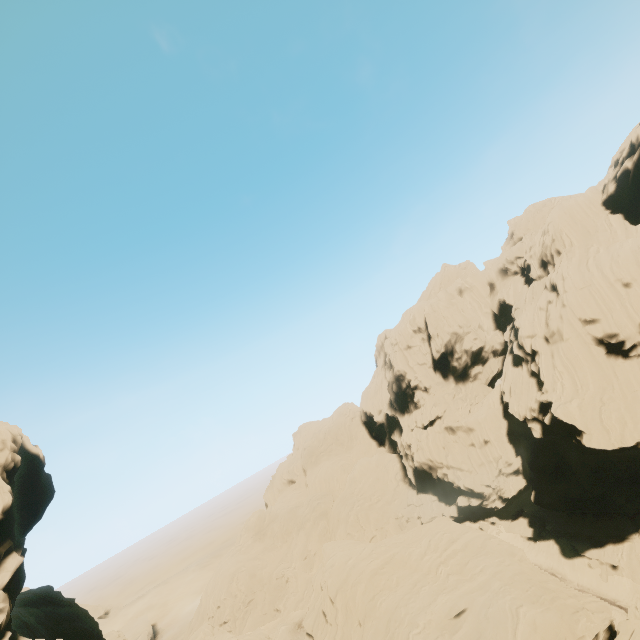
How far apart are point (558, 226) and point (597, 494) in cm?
3954

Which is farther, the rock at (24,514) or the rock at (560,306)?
the rock at (560,306)

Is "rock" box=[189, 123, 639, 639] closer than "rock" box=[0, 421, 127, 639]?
No
